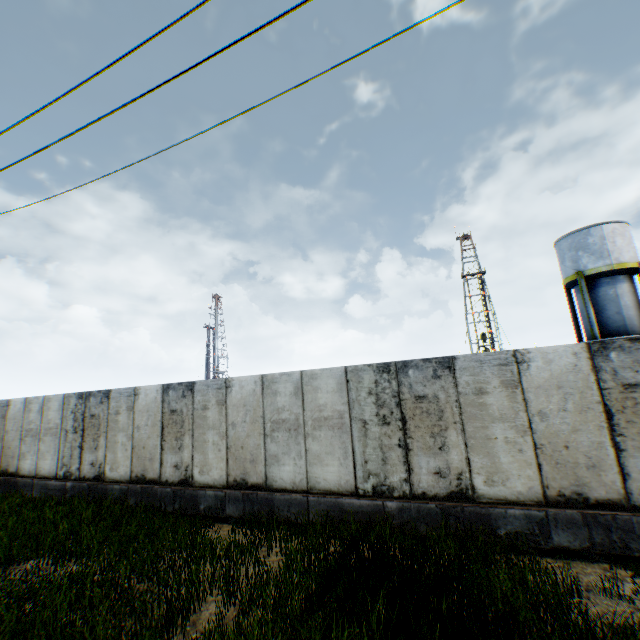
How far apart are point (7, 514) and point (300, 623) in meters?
10.9
